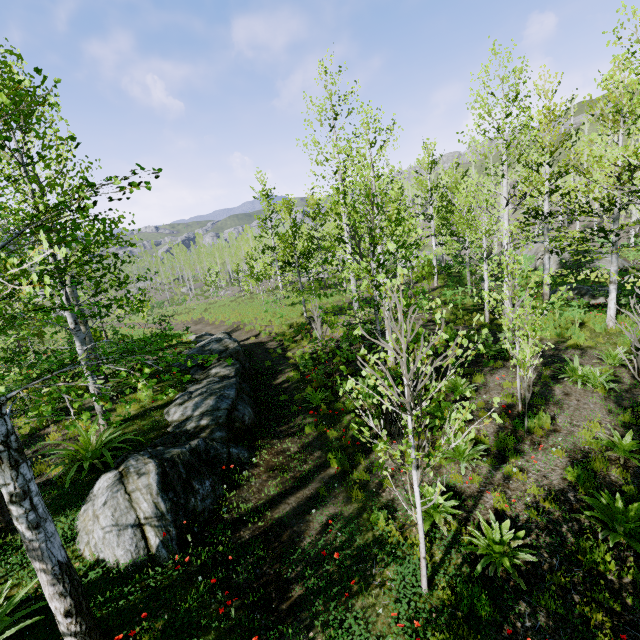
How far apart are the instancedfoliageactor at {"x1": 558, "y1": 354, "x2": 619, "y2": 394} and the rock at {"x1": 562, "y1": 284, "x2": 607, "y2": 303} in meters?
9.3 m

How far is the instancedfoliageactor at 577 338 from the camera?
11.51m

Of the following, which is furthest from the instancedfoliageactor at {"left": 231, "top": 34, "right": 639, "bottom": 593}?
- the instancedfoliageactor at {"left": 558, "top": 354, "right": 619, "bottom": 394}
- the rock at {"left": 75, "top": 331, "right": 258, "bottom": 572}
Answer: the instancedfoliageactor at {"left": 558, "top": 354, "right": 619, "bottom": 394}

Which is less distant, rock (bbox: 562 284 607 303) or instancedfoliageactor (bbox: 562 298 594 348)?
instancedfoliageactor (bbox: 562 298 594 348)

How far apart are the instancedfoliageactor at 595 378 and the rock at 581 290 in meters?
9.3 m

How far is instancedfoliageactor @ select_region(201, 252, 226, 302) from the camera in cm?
4419

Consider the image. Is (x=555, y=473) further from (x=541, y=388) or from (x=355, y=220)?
(x=355, y=220)
